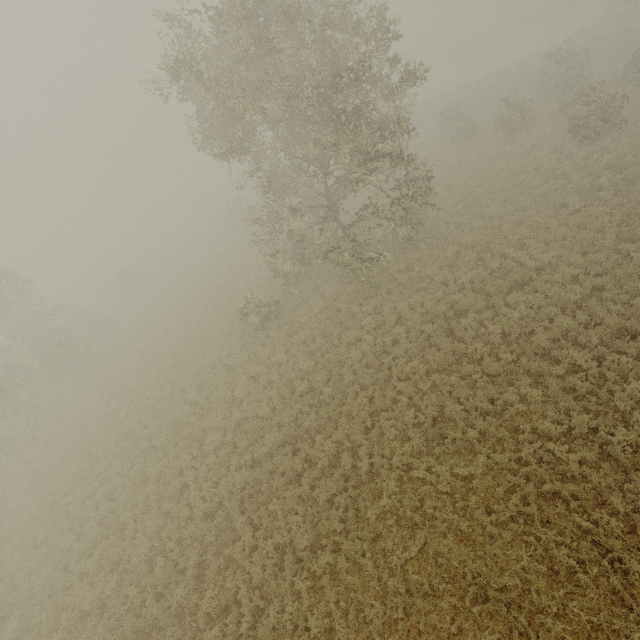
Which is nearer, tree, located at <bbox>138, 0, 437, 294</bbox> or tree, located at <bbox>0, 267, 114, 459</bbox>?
tree, located at <bbox>138, 0, 437, 294</bbox>

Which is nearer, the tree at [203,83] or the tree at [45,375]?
the tree at [203,83]

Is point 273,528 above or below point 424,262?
below
